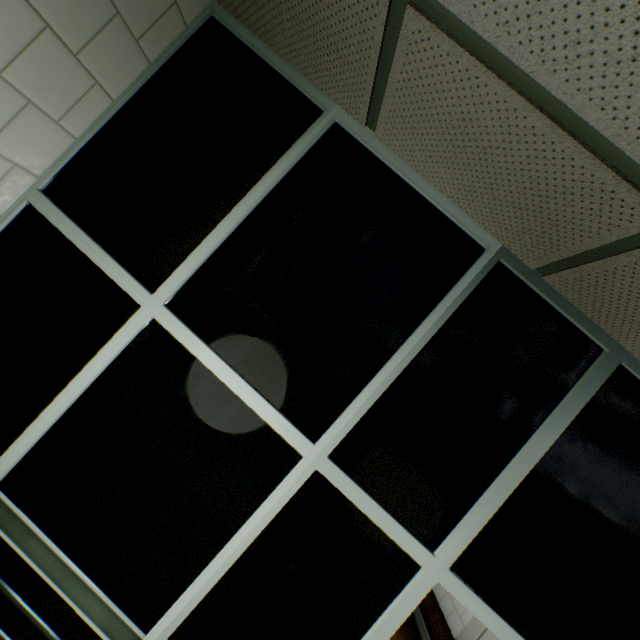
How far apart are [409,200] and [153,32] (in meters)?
1.38

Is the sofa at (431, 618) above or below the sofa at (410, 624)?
above

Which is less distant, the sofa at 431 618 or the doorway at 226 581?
the doorway at 226 581

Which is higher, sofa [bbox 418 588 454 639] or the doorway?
the doorway

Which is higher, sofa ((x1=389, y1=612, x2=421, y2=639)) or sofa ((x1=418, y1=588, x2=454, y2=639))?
sofa ((x1=418, y1=588, x2=454, y2=639))

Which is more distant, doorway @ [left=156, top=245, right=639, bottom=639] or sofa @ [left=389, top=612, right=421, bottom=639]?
sofa @ [left=389, top=612, right=421, bottom=639]
